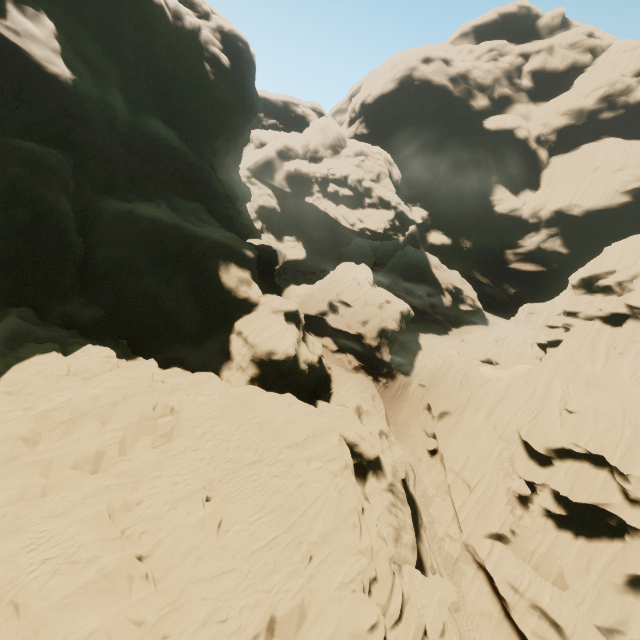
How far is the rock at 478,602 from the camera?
25.2m

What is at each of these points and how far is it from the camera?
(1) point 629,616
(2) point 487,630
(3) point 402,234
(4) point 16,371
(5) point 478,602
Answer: (1) rock, 21.3m
(2) rock, 24.3m
(3) rock, 59.6m
(4) rock, 15.7m
(5) rock, 25.5m

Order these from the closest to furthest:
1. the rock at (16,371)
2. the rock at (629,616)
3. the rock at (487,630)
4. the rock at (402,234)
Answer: the rock at (16,371), the rock at (629,616), the rock at (487,630), the rock at (402,234)

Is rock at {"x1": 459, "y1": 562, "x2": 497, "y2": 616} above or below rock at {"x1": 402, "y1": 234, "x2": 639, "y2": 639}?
below

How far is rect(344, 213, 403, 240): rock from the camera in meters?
58.7 m
